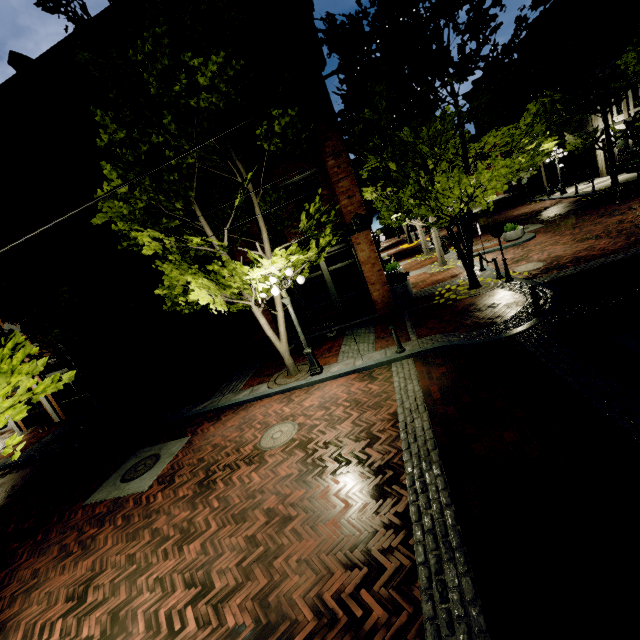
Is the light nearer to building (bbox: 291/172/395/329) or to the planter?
building (bbox: 291/172/395/329)

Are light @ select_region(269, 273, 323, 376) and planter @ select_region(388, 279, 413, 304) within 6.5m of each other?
yes

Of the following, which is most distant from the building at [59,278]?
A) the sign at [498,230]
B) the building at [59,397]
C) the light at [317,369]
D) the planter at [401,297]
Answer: the sign at [498,230]

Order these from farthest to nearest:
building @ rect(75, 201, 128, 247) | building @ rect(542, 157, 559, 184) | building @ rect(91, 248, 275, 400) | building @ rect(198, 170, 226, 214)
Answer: building @ rect(542, 157, 559, 184) → building @ rect(91, 248, 275, 400) → building @ rect(75, 201, 128, 247) → building @ rect(198, 170, 226, 214)

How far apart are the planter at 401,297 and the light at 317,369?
5.2m

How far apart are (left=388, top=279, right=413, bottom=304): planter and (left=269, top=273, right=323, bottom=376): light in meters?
5.2

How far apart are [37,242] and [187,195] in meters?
6.3

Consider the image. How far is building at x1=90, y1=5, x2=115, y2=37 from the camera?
11.4 meters
